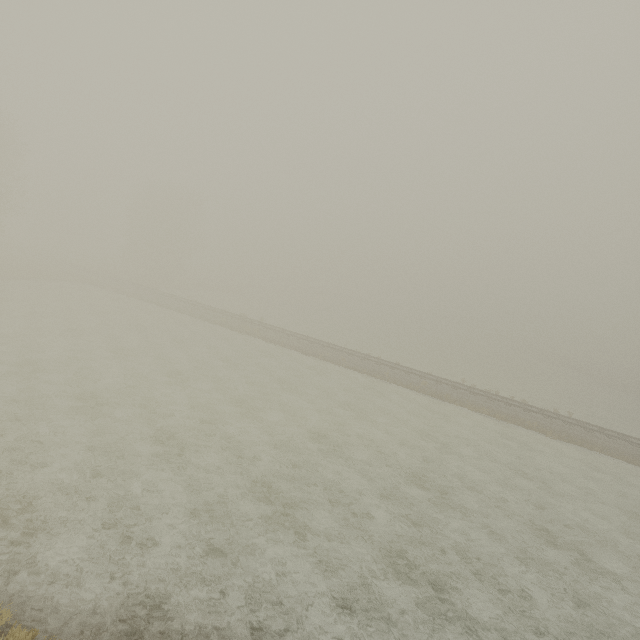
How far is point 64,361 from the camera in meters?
19.1 m
